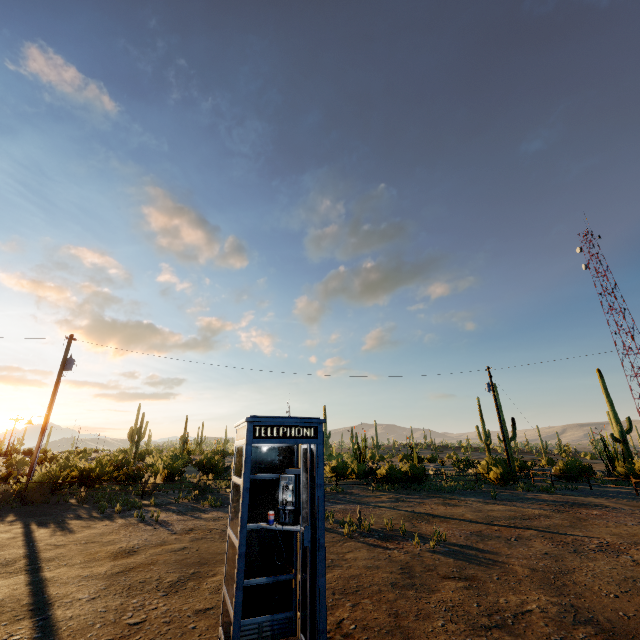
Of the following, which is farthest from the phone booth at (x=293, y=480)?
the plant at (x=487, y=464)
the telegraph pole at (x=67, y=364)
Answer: the plant at (x=487, y=464)

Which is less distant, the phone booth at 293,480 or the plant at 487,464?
the phone booth at 293,480

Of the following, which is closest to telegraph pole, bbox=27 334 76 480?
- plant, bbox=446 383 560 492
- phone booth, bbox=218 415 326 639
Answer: phone booth, bbox=218 415 326 639

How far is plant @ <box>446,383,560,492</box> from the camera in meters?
20.9 m

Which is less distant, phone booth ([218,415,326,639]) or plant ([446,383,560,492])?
phone booth ([218,415,326,639])

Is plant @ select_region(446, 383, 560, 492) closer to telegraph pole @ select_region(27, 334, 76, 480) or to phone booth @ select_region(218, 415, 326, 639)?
phone booth @ select_region(218, 415, 326, 639)

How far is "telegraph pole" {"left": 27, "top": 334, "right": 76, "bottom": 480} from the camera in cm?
1593

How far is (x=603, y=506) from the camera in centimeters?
1446cm
